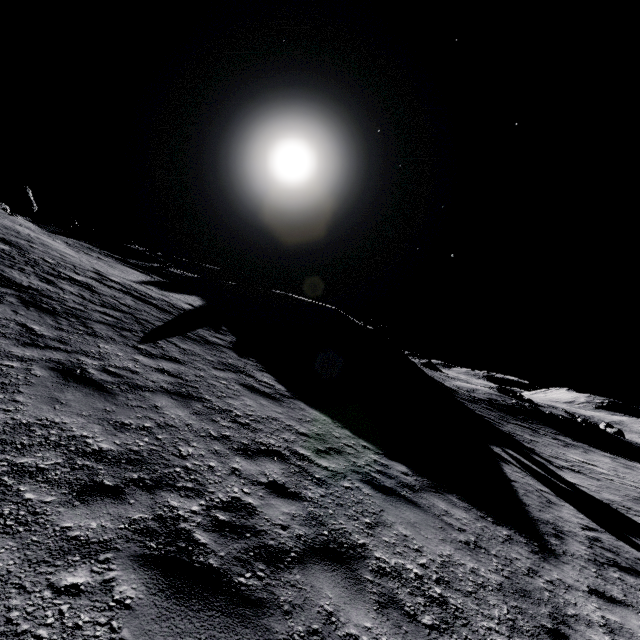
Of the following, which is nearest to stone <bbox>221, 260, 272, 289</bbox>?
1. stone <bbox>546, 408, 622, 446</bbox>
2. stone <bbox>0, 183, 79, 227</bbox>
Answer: stone <bbox>0, 183, 79, 227</bbox>

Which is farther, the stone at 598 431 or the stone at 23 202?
the stone at 598 431

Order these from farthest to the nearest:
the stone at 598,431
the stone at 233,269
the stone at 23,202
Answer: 1. the stone at 233,269
2. the stone at 598,431
3. the stone at 23,202

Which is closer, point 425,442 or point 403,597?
point 403,597

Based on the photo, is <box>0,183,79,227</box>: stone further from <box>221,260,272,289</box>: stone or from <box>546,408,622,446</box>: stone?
<box>546,408,622,446</box>: stone

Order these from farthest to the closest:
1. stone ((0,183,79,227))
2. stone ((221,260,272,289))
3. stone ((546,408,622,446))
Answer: stone ((221,260,272,289)), stone ((546,408,622,446)), stone ((0,183,79,227))

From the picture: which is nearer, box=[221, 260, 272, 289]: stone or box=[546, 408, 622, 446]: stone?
box=[546, 408, 622, 446]: stone
